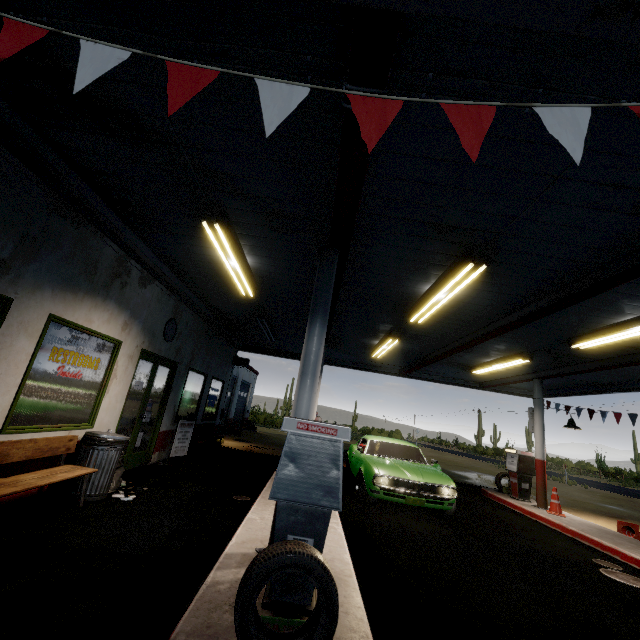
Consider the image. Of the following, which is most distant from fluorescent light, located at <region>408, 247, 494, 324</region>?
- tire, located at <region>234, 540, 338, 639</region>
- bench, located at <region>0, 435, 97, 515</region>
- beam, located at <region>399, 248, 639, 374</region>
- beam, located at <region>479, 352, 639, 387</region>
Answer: bench, located at <region>0, 435, 97, 515</region>

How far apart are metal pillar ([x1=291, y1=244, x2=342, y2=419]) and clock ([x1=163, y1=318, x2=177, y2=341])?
4.6m

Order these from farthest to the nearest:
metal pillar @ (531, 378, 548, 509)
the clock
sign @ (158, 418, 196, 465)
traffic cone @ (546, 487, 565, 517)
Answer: metal pillar @ (531, 378, 548, 509) → traffic cone @ (546, 487, 565, 517) → sign @ (158, 418, 196, 465) → the clock

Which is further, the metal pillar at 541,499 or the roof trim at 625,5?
the metal pillar at 541,499

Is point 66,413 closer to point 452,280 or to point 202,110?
point 202,110

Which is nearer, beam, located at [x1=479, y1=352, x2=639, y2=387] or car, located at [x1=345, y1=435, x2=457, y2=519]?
car, located at [x1=345, y1=435, x2=457, y2=519]

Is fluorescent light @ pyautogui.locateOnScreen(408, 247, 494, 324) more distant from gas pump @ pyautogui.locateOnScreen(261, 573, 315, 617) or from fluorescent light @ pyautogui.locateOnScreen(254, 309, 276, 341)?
fluorescent light @ pyautogui.locateOnScreen(254, 309, 276, 341)

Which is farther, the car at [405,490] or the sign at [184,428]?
the sign at [184,428]
